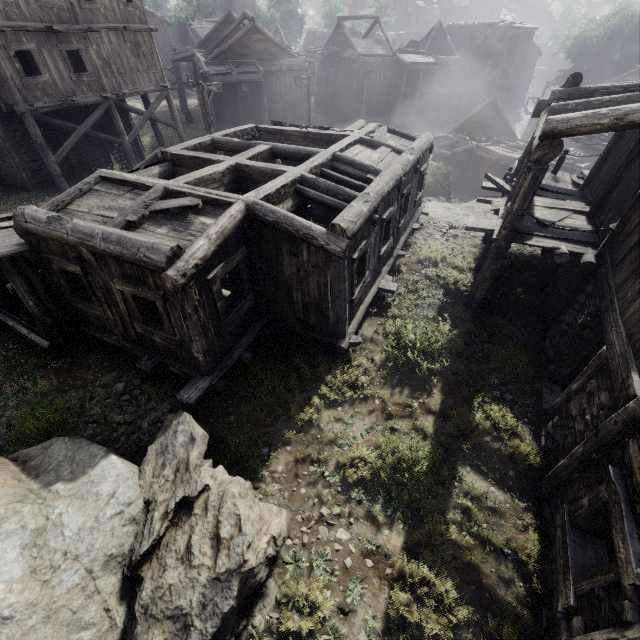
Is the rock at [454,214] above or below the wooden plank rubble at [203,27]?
below

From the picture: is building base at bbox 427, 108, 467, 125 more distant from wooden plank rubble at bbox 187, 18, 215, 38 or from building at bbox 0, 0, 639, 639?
building at bbox 0, 0, 639, 639

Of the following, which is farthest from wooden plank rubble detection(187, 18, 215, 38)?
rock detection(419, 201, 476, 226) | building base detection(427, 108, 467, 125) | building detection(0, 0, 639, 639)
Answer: building detection(0, 0, 639, 639)

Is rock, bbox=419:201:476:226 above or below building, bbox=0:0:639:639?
below

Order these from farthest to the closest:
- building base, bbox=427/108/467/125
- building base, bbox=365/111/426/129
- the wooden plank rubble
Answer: the wooden plank rubble
building base, bbox=427/108/467/125
building base, bbox=365/111/426/129

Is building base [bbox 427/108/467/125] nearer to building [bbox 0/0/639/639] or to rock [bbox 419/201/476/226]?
rock [bbox 419/201/476/226]

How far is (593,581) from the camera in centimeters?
393cm

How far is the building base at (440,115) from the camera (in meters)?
40.78
